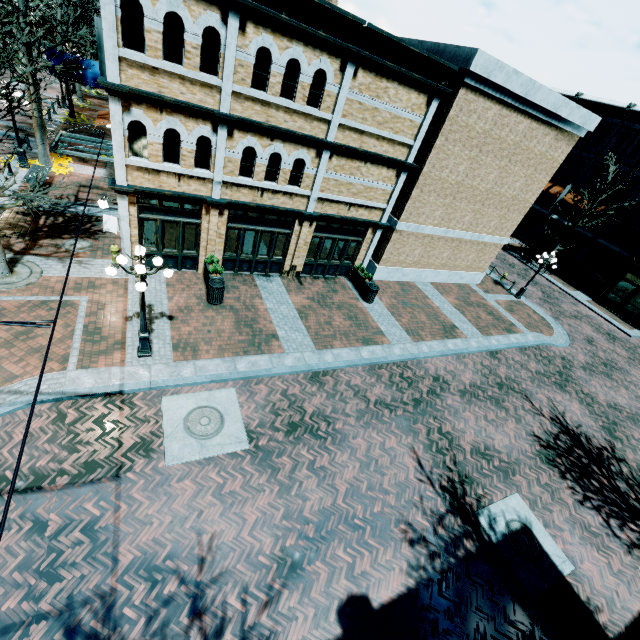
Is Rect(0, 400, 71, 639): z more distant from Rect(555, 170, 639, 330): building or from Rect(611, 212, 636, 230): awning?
Rect(611, 212, 636, 230): awning

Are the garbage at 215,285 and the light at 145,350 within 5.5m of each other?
yes

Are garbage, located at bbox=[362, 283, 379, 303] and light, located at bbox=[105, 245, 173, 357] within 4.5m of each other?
no

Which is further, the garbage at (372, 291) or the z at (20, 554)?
the garbage at (372, 291)

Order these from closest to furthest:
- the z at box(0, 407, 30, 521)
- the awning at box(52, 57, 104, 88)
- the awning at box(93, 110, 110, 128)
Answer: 1. the z at box(0, 407, 30, 521)
2. the awning at box(93, 110, 110, 128)
3. the awning at box(52, 57, 104, 88)

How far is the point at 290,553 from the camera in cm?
713

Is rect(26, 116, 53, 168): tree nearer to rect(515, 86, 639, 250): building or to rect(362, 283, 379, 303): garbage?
rect(362, 283, 379, 303): garbage

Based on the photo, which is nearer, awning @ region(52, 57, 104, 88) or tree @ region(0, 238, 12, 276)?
tree @ region(0, 238, 12, 276)
